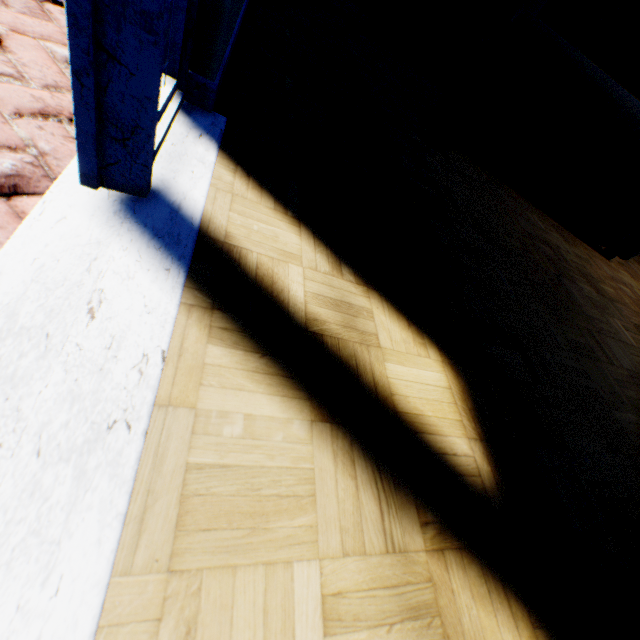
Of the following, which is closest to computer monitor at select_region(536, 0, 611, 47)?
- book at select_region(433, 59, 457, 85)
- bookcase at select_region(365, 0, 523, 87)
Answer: bookcase at select_region(365, 0, 523, 87)

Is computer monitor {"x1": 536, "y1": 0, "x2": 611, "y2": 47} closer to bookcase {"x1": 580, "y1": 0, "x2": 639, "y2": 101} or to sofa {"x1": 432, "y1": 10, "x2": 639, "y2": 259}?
bookcase {"x1": 580, "y1": 0, "x2": 639, "y2": 101}

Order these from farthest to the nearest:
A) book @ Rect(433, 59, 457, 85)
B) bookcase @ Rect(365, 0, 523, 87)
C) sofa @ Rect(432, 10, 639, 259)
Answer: book @ Rect(433, 59, 457, 85)
bookcase @ Rect(365, 0, 523, 87)
sofa @ Rect(432, 10, 639, 259)

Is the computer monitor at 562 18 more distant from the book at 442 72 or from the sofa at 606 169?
the sofa at 606 169

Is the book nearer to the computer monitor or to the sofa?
the computer monitor

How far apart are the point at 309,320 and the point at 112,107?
0.7 meters

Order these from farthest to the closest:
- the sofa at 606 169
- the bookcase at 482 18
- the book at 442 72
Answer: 1. the book at 442 72
2. the bookcase at 482 18
3. the sofa at 606 169
